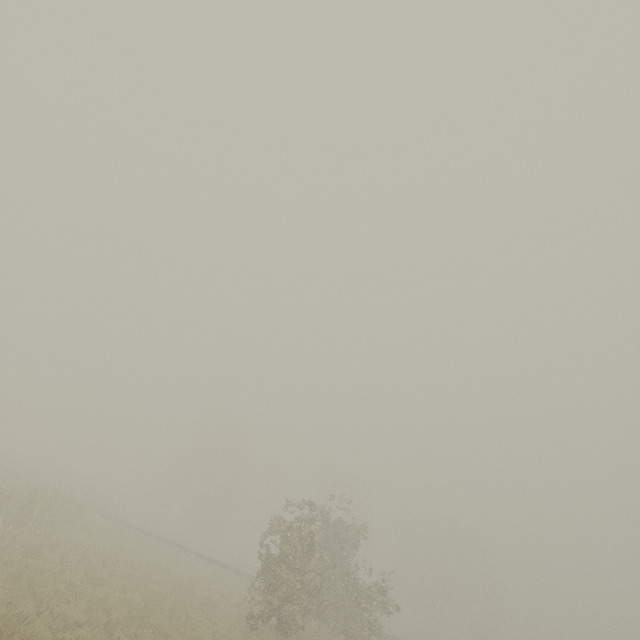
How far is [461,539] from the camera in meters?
53.2 m
